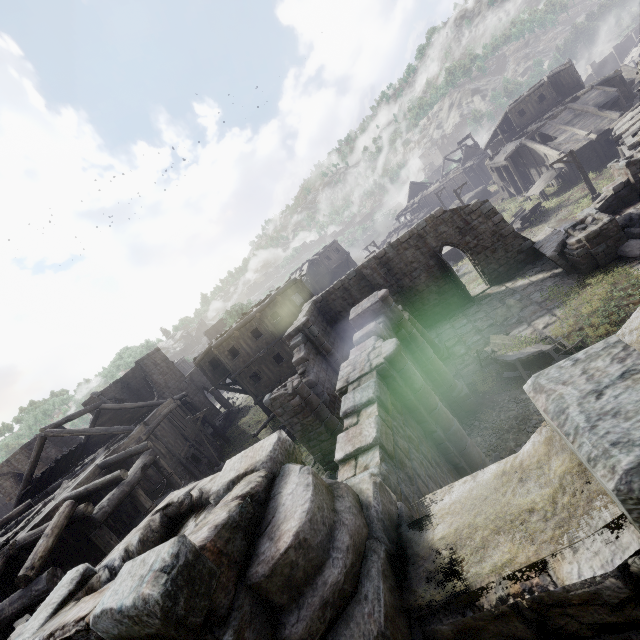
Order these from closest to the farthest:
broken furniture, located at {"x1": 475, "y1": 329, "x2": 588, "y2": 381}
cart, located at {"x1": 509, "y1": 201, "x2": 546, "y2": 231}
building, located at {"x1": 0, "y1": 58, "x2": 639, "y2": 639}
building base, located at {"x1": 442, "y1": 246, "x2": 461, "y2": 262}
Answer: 1. building, located at {"x1": 0, "y1": 58, "x2": 639, "y2": 639}
2. broken furniture, located at {"x1": 475, "y1": 329, "x2": 588, "y2": 381}
3. cart, located at {"x1": 509, "y1": 201, "x2": 546, "y2": 231}
4. building base, located at {"x1": 442, "y1": 246, "x2": 461, "y2": 262}

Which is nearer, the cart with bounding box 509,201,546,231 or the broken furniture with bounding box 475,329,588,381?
the broken furniture with bounding box 475,329,588,381

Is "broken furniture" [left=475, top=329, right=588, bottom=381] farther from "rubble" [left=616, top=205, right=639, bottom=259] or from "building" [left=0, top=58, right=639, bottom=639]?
"rubble" [left=616, top=205, right=639, bottom=259]

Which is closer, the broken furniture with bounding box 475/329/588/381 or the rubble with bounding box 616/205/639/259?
the broken furniture with bounding box 475/329/588/381

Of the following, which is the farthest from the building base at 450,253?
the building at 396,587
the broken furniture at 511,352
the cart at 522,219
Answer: the broken furniture at 511,352

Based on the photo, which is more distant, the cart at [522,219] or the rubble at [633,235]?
the cart at [522,219]

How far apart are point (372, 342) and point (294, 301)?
19.1m

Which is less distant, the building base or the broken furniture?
the broken furniture
